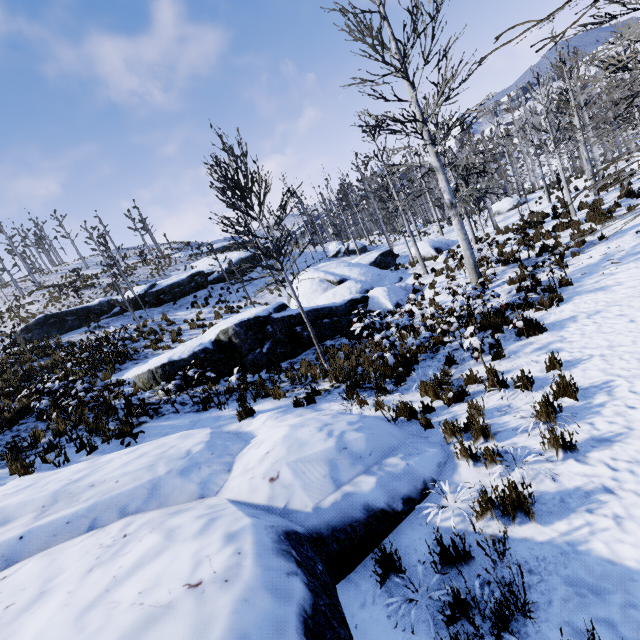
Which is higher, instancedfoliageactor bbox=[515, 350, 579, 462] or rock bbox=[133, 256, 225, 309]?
rock bbox=[133, 256, 225, 309]

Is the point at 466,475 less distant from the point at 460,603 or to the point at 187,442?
the point at 460,603

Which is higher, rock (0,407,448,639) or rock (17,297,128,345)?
rock (17,297,128,345)

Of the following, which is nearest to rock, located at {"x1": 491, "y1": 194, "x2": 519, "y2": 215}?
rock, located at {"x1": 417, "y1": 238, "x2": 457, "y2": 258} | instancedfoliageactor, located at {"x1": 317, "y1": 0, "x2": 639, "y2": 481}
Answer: instancedfoliageactor, located at {"x1": 317, "y1": 0, "x2": 639, "y2": 481}

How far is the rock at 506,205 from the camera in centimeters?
2690cm

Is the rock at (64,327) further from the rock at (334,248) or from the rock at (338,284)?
the rock at (338,284)

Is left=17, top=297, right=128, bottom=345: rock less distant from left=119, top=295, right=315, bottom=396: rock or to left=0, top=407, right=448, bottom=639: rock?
left=119, top=295, right=315, bottom=396: rock

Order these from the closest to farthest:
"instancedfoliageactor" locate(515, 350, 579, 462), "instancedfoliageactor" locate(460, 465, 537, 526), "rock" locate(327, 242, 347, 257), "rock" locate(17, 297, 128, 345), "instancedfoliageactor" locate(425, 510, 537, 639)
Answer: "instancedfoliageactor" locate(425, 510, 537, 639)
"instancedfoliageactor" locate(460, 465, 537, 526)
"instancedfoliageactor" locate(515, 350, 579, 462)
"rock" locate(17, 297, 128, 345)
"rock" locate(327, 242, 347, 257)
